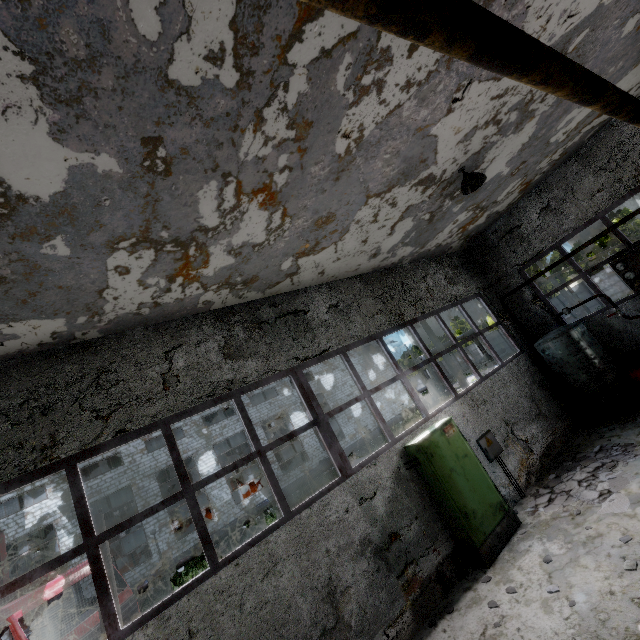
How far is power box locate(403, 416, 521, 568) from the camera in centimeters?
627cm

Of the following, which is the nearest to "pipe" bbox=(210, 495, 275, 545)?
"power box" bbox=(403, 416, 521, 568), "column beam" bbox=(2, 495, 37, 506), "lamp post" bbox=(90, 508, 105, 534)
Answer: "column beam" bbox=(2, 495, 37, 506)

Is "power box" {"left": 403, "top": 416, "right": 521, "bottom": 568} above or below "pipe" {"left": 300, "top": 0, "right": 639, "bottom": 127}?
below

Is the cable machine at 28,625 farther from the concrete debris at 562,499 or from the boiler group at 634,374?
the boiler group at 634,374

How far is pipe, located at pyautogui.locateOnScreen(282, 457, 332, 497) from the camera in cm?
2358

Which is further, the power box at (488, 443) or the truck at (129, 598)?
the truck at (129, 598)

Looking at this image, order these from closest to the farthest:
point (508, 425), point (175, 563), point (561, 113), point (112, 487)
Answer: point (561, 113) → point (508, 425) → point (175, 563) → point (112, 487)

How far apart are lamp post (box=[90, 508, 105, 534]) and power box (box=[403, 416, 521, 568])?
8.0m
